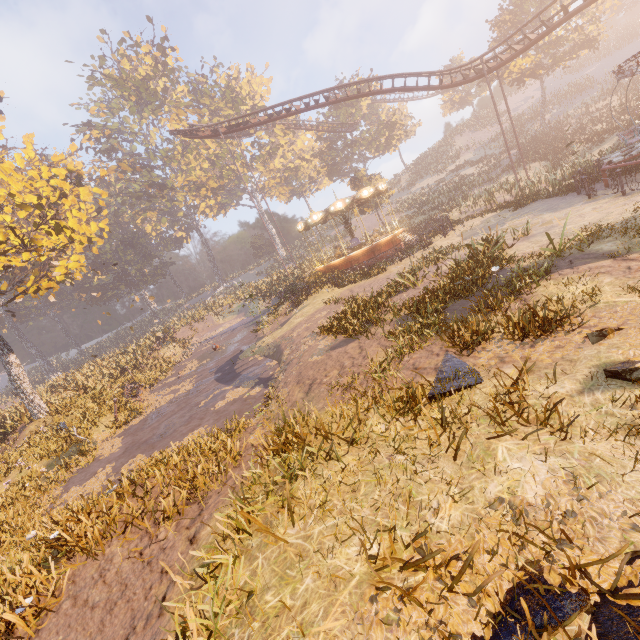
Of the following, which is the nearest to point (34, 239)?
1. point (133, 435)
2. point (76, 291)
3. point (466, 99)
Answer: point (133, 435)

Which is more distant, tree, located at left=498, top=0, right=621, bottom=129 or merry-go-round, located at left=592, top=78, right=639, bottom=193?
tree, located at left=498, top=0, right=621, bottom=129

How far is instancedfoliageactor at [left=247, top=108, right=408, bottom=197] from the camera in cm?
4747

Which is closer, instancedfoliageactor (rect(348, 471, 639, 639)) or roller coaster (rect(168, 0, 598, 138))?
instancedfoliageactor (rect(348, 471, 639, 639))

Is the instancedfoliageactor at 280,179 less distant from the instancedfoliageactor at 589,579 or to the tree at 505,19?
the tree at 505,19

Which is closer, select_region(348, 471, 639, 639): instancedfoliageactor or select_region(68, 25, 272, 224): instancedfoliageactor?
select_region(348, 471, 639, 639): instancedfoliageactor

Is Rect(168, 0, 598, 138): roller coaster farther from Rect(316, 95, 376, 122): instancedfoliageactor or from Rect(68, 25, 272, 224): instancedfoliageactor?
Rect(68, 25, 272, 224): instancedfoliageactor

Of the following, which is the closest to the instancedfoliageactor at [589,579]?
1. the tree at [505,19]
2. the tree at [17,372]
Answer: the tree at [17,372]
